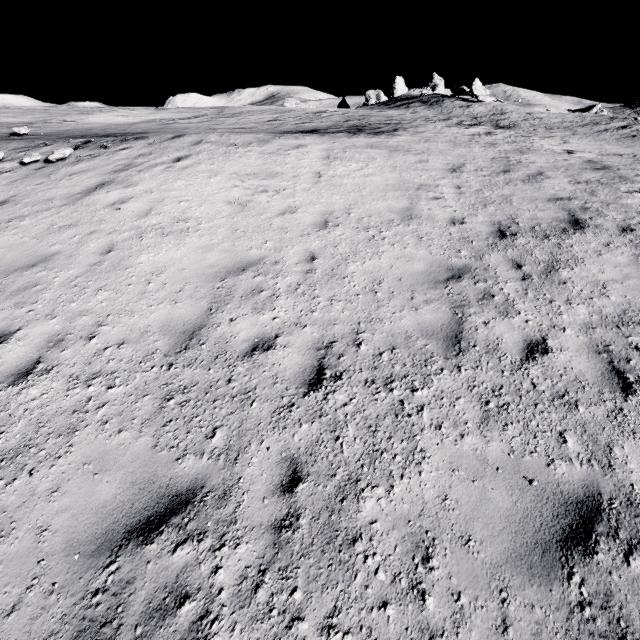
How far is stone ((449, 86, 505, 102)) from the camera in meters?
30.0 m

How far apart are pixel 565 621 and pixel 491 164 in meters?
12.6 m

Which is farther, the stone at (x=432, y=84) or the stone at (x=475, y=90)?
the stone at (x=432, y=84)

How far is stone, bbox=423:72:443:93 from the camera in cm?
5322

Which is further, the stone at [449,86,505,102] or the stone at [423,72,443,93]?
the stone at [423,72,443,93]

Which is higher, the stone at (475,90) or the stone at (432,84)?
the stone at (432,84)

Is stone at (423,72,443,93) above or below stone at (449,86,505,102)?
above
